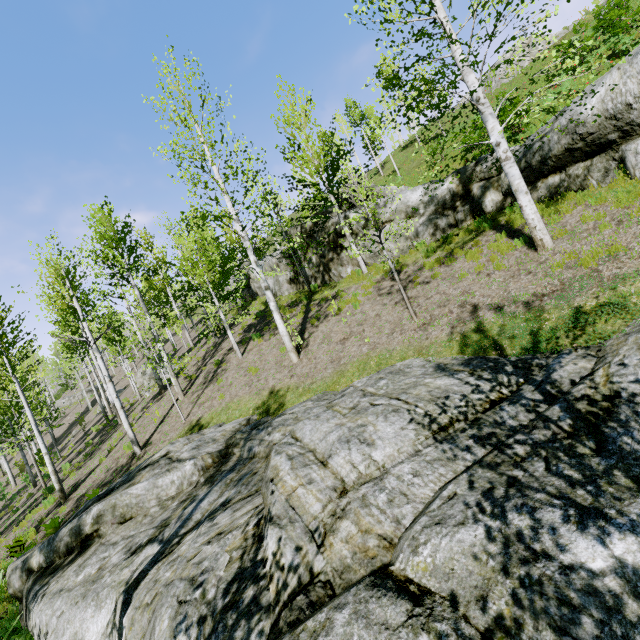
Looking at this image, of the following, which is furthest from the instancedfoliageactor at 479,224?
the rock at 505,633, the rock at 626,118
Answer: the rock at 626,118

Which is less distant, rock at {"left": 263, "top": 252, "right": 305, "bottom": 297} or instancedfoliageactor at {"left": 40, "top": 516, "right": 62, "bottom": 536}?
instancedfoliageactor at {"left": 40, "top": 516, "right": 62, "bottom": 536}

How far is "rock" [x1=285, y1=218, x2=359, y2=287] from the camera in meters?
15.4 m

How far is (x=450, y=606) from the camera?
2.3m

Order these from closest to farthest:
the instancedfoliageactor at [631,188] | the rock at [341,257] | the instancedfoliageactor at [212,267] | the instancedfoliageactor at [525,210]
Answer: the instancedfoliageactor at [631,188]
the instancedfoliageactor at [525,210]
the instancedfoliageactor at [212,267]
the rock at [341,257]

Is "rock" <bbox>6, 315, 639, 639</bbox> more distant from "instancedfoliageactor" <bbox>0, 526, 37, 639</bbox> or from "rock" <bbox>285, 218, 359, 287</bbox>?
"rock" <bbox>285, 218, 359, 287</bbox>

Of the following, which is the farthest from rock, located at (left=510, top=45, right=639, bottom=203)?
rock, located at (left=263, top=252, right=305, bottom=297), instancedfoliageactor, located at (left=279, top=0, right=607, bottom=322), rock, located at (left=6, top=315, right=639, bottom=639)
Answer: instancedfoliageactor, located at (left=279, top=0, right=607, bottom=322)
